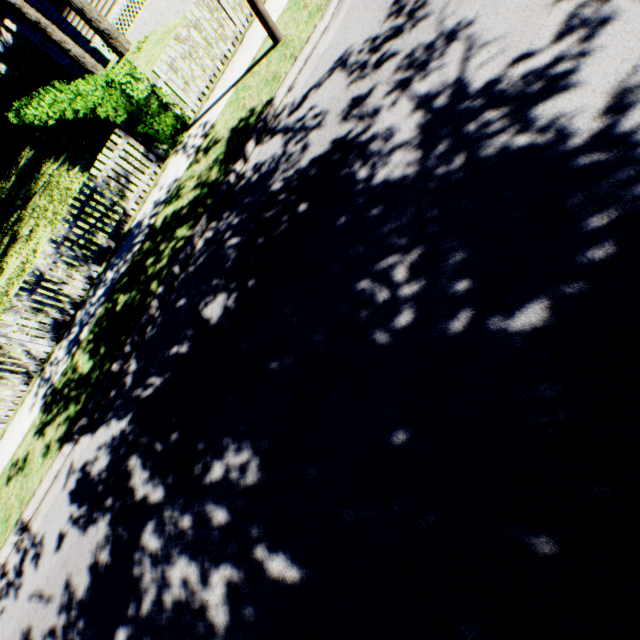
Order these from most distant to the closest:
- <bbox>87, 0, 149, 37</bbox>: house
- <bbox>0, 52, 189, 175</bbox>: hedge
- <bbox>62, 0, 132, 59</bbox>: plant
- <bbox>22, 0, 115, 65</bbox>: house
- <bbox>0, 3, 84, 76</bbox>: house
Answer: <bbox>0, 3, 84, 76</bbox>: house < <bbox>87, 0, 149, 37</bbox>: house < <bbox>22, 0, 115, 65</bbox>: house < <bbox>62, 0, 132, 59</bbox>: plant < <bbox>0, 52, 189, 175</bbox>: hedge

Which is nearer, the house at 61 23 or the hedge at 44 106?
the hedge at 44 106

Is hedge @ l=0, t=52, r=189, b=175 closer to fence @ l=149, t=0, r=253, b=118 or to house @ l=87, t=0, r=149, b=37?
house @ l=87, t=0, r=149, b=37

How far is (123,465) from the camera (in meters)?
5.27

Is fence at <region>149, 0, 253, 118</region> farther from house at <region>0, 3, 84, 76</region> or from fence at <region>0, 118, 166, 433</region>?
house at <region>0, 3, 84, 76</region>

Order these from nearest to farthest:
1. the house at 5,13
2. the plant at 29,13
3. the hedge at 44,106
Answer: the hedge at 44,106 < the plant at 29,13 < the house at 5,13

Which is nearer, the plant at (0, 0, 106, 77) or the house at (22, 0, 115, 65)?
the plant at (0, 0, 106, 77)

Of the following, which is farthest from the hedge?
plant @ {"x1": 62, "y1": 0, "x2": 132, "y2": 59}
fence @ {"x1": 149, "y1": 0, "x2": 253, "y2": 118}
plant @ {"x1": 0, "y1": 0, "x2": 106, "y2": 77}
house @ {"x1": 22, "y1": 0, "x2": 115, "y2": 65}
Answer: fence @ {"x1": 149, "y1": 0, "x2": 253, "y2": 118}
